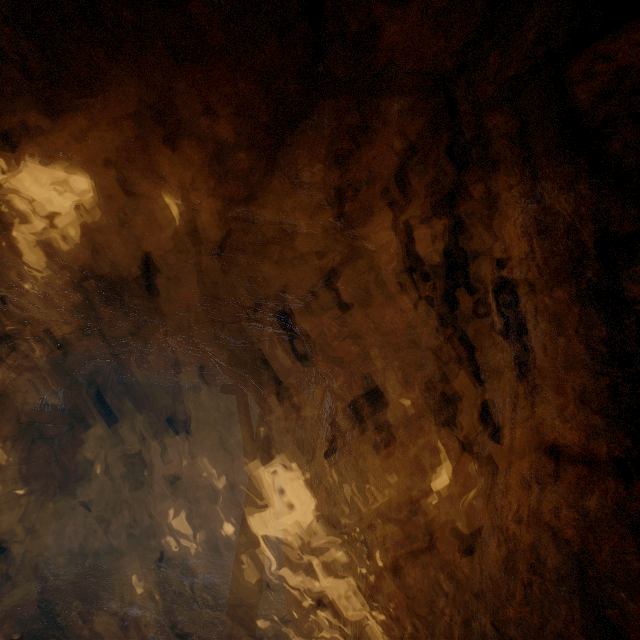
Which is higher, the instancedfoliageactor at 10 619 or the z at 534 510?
the z at 534 510

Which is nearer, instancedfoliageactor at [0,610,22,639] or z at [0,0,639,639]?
z at [0,0,639,639]

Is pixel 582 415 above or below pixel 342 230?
below

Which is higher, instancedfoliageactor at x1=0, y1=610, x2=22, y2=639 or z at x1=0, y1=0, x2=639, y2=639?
z at x1=0, y1=0, x2=639, y2=639

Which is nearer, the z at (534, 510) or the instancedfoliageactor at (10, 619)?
the z at (534, 510)
